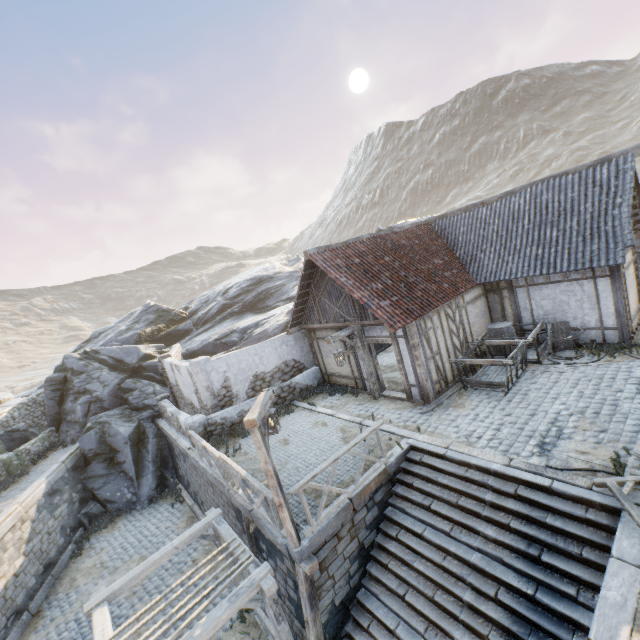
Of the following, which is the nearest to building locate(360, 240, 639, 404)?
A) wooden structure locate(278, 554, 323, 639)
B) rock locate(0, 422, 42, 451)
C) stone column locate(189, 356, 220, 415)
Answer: stone column locate(189, 356, 220, 415)

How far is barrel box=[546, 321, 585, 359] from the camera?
10.70m

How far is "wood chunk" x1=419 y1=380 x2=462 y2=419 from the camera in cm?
1006

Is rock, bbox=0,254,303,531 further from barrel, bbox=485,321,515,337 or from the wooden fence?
barrel, bbox=485,321,515,337

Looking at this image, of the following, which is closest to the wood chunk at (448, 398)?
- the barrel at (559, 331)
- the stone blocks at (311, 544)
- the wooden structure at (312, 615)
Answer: the stone blocks at (311, 544)

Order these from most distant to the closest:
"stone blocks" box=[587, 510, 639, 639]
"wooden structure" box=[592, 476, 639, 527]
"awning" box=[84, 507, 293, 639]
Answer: "awning" box=[84, 507, 293, 639], "wooden structure" box=[592, 476, 639, 527], "stone blocks" box=[587, 510, 639, 639]

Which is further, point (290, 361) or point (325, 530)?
point (290, 361)

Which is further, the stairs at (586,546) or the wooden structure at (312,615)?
the wooden structure at (312,615)
